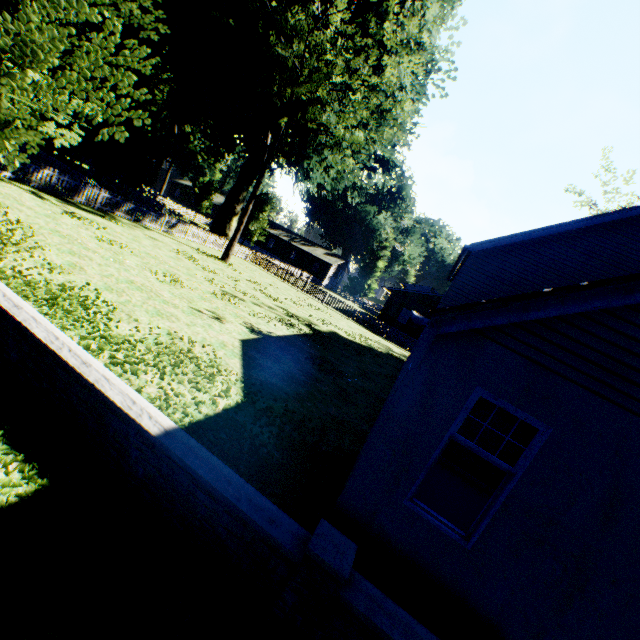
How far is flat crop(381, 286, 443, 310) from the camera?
34.7 meters

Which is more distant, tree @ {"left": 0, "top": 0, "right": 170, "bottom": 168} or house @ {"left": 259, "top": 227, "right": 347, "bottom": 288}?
house @ {"left": 259, "top": 227, "right": 347, "bottom": 288}

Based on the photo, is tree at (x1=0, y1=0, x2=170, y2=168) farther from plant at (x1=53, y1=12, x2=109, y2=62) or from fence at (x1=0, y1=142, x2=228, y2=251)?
plant at (x1=53, y1=12, x2=109, y2=62)

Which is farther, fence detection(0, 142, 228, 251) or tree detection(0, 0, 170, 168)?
fence detection(0, 142, 228, 251)

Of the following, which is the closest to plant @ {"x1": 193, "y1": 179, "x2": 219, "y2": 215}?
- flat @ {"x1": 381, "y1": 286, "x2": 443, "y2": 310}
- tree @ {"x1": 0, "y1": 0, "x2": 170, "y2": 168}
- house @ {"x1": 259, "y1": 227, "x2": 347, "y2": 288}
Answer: house @ {"x1": 259, "y1": 227, "x2": 347, "y2": 288}

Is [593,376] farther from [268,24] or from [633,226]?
[268,24]

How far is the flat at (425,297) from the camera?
34.7 meters

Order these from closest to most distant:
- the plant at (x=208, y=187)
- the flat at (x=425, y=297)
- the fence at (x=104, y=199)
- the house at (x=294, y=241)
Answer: the fence at (x=104, y=199) → the flat at (x=425, y=297) → the plant at (x=208, y=187) → the house at (x=294, y=241)
